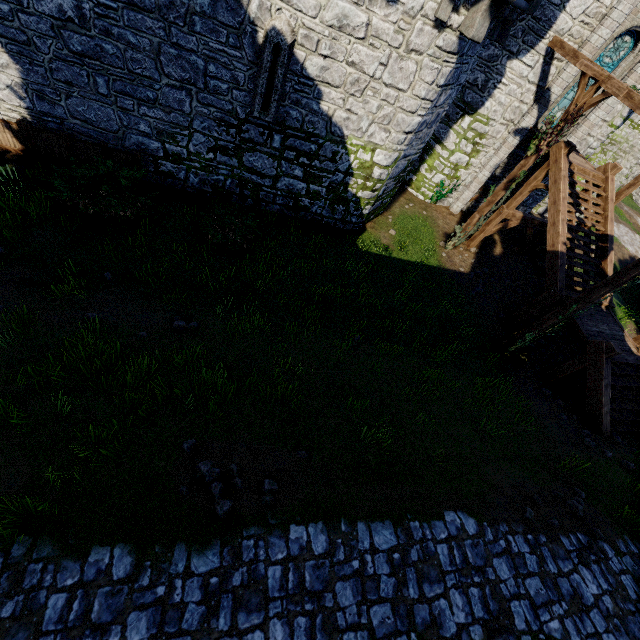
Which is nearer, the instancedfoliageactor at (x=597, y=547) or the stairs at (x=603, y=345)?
the instancedfoliageactor at (x=597, y=547)

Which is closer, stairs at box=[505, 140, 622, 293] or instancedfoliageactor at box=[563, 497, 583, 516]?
instancedfoliageactor at box=[563, 497, 583, 516]

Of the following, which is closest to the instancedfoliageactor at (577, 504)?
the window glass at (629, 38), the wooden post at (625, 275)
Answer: the wooden post at (625, 275)

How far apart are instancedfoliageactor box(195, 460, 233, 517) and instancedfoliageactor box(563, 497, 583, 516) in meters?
6.8 m

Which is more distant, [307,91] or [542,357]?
[542,357]

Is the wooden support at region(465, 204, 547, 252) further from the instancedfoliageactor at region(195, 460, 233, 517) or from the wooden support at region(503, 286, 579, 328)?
the instancedfoliageactor at region(195, 460, 233, 517)

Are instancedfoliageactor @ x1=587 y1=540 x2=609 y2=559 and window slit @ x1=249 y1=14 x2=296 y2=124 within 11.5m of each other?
no

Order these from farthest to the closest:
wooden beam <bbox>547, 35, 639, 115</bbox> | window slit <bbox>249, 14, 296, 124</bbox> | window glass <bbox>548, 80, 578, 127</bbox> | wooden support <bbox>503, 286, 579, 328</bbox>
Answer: window glass <bbox>548, 80, 578, 127</bbox>, wooden support <bbox>503, 286, 579, 328</bbox>, wooden beam <bbox>547, 35, 639, 115</bbox>, window slit <bbox>249, 14, 296, 124</bbox>
